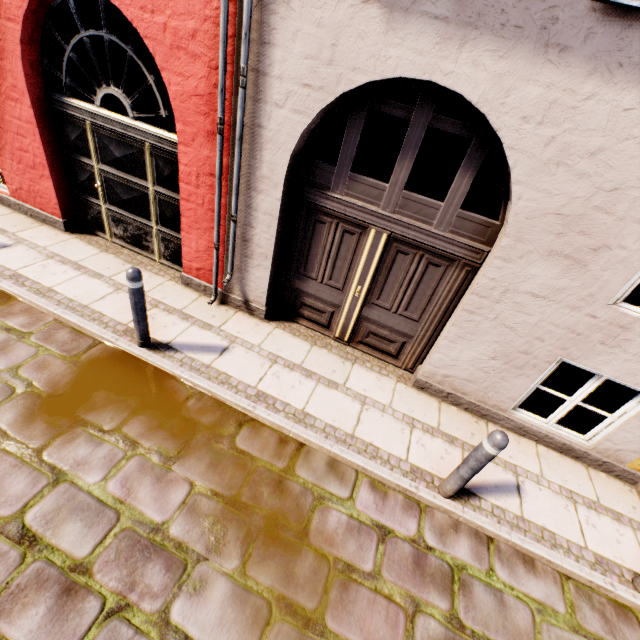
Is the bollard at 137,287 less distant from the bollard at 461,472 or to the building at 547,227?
the building at 547,227

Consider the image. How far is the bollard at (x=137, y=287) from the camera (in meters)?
3.46

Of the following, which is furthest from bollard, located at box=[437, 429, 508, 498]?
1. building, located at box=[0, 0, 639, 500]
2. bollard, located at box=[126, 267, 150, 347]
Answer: bollard, located at box=[126, 267, 150, 347]

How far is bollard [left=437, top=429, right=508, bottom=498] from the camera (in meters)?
2.81

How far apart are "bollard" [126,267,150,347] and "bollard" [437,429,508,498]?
3.8m

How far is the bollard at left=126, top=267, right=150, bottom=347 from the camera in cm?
346

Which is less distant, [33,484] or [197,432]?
[33,484]
